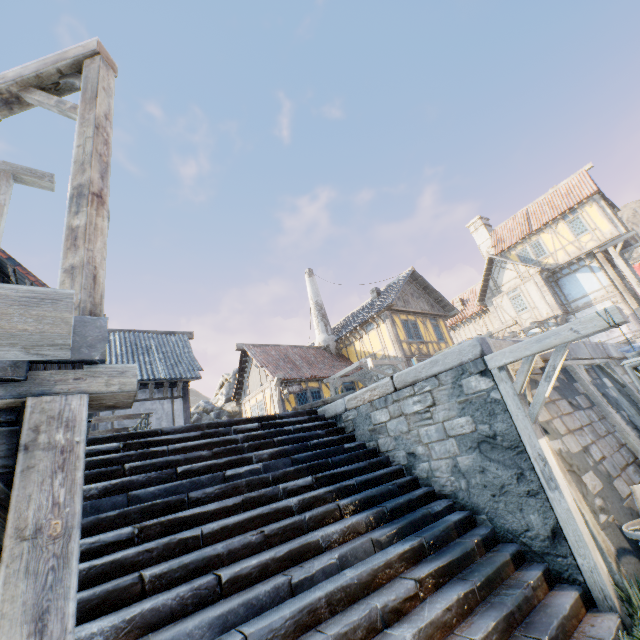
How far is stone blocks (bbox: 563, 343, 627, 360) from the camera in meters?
6.7

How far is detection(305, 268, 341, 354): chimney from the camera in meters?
21.4

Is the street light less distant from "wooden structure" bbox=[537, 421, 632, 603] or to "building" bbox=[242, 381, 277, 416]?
"wooden structure" bbox=[537, 421, 632, 603]

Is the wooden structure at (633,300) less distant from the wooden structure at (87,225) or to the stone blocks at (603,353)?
the stone blocks at (603,353)

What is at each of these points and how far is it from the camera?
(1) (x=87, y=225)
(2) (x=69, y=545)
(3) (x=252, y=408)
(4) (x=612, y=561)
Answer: (1) wooden structure, 2.2 meters
(2) wooden structure, 1.4 meters
(3) building, 17.7 meters
(4) wooden structure, 3.4 meters

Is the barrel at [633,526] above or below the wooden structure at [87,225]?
below

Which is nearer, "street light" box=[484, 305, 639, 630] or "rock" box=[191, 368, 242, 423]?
"street light" box=[484, 305, 639, 630]
